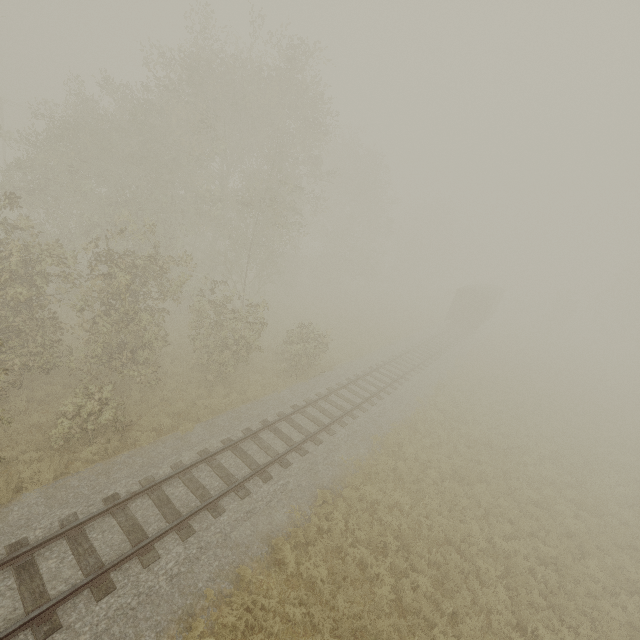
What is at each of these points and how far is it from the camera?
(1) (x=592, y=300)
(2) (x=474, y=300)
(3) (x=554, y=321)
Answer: (1) tree, 55.5 meters
(2) boxcar, 34.5 meters
(3) tree, 47.3 meters

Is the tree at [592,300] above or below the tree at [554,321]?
above

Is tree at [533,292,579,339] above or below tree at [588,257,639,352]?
below

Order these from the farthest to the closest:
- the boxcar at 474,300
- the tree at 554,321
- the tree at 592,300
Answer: the tree at 592,300 < the tree at 554,321 < the boxcar at 474,300

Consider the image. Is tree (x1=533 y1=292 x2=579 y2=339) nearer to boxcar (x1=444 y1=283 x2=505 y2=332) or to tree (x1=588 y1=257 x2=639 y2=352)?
boxcar (x1=444 y1=283 x2=505 y2=332)

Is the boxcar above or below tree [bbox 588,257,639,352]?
below
